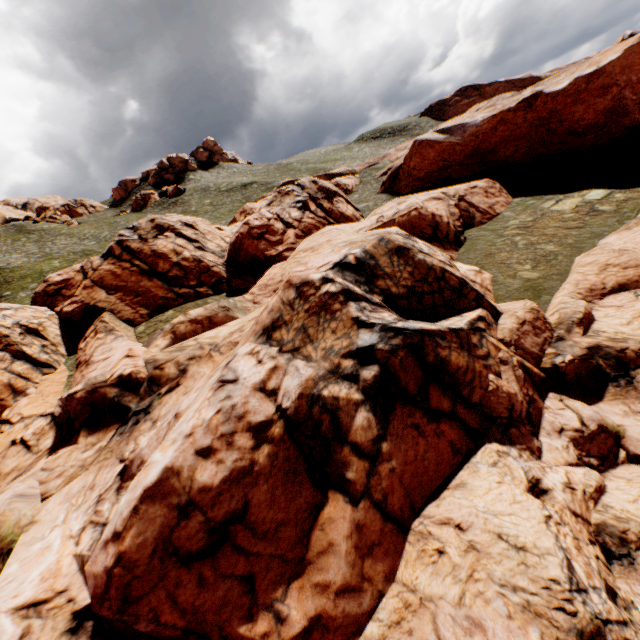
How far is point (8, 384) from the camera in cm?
2020
